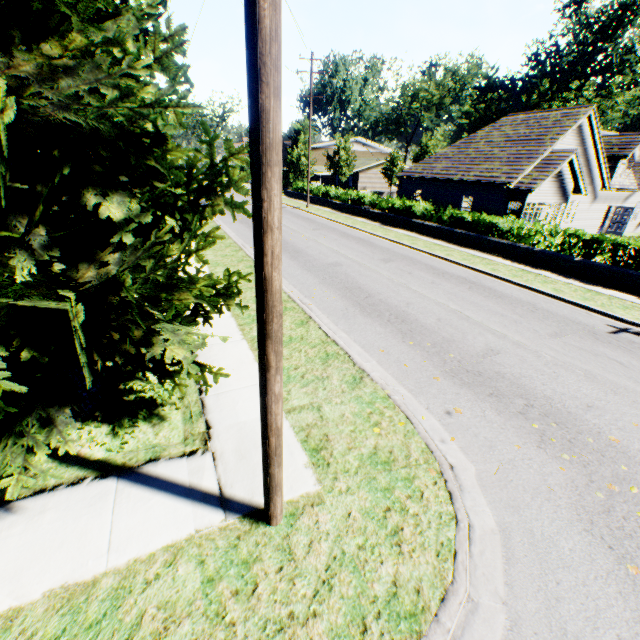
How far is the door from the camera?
24.4 meters

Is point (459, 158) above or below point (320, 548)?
above

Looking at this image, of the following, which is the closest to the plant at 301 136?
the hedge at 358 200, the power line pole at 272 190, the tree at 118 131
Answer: the tree at 118 131

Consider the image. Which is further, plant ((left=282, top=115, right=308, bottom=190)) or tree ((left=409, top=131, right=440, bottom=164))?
tree ((left=409, top=131, right=440, bottom=164))

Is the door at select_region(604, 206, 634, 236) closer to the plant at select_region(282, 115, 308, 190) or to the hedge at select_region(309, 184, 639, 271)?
the hedge at select_region(309, 184, 639, 271)

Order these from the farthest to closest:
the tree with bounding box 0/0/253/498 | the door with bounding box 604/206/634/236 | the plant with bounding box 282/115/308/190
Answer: the plant with bounding box 282/115/308/190, the door with bounding box 604/206/634/236, the tree with bounding box 0/0/253/498

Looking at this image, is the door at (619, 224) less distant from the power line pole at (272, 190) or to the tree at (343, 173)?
the tree at (343, 173)

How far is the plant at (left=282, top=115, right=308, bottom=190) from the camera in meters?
44.3 m
